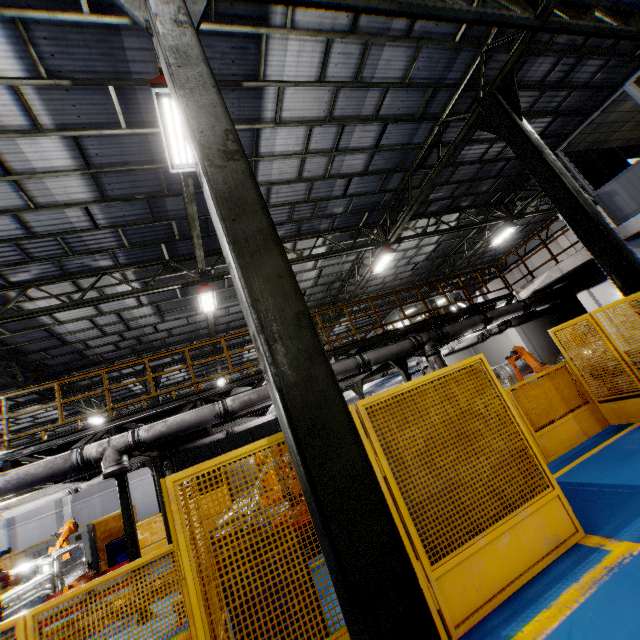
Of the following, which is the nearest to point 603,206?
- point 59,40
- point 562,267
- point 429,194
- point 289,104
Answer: point 562,267

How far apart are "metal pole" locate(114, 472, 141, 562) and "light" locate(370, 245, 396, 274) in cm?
1087

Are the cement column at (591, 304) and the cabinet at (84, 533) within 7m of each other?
no

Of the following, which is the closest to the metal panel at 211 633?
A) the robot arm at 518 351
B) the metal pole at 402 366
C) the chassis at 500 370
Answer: the robot arm at 518 351

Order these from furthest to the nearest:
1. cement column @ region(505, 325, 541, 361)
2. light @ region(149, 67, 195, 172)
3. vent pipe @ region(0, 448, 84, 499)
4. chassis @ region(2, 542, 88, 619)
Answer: cement column @ region(505, 325, 541, 361) < chassis @ region(2, 542, 88, 619) < vent pipe @ region(0, 448, 84, 499) < light @ region(149, 67, 195, 172)

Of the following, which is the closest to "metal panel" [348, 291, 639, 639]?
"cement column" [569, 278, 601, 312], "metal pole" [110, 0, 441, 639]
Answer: "metal pole" [110, 0, 441, 639]

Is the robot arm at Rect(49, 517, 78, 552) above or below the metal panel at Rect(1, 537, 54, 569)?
above

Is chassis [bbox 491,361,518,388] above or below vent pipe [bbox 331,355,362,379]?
below
